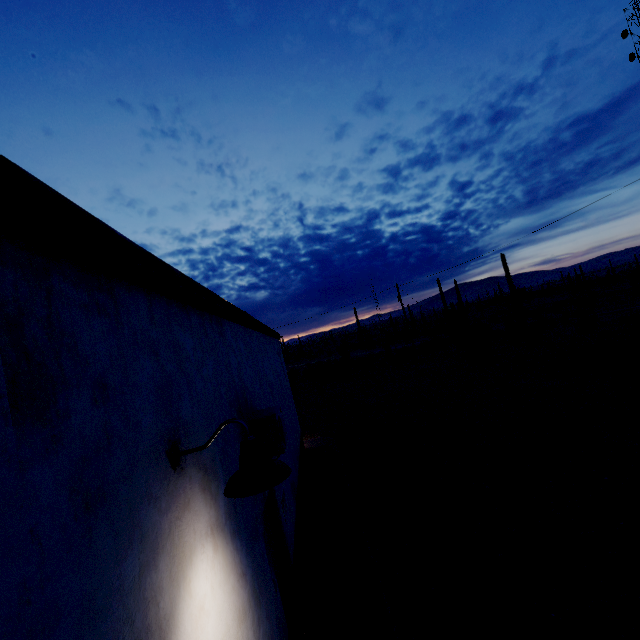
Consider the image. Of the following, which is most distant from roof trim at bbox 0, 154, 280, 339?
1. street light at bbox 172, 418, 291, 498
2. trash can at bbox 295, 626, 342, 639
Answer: trash can at bbox 295, 626, 342, 639

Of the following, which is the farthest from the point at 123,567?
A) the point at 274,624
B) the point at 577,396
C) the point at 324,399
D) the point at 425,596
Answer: the point at 324,399

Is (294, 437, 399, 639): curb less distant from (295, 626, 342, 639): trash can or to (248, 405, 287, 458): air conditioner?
(295, 626, 342, 639): trash can

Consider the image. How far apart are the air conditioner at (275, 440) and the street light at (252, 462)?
2.0m

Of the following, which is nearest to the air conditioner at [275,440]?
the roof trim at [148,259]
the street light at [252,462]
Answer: the roof trim at [148,259]

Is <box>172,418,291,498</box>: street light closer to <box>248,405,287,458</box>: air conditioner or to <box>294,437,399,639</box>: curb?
<box>248,405,287,458</box>: air conditioner

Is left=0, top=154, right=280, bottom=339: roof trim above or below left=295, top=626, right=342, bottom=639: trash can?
above

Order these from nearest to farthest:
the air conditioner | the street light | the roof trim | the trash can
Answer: the roof trim → the street light → the trash can → the air conditioner
